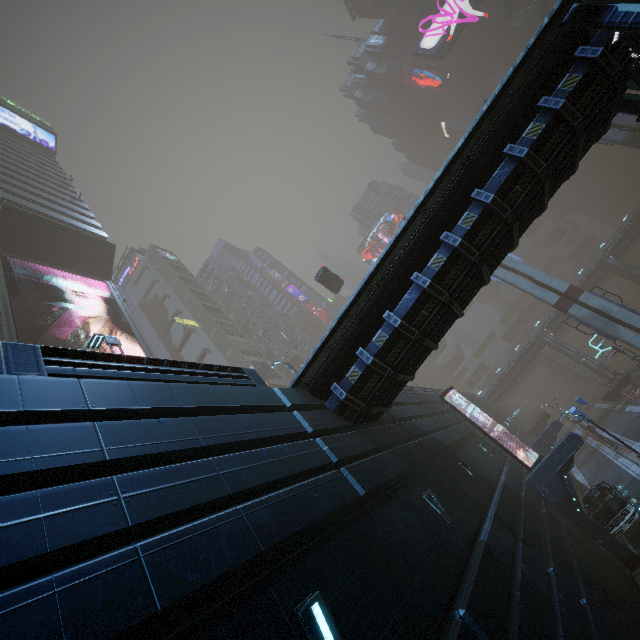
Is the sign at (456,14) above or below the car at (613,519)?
above

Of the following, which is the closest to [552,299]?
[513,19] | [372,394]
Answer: [372,394]

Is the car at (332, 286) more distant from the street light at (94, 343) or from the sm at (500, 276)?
the street light at (94, 343)

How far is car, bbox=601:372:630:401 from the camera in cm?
3550

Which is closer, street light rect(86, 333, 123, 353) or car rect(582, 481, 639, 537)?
street light rect(86, 333, 123, 353)

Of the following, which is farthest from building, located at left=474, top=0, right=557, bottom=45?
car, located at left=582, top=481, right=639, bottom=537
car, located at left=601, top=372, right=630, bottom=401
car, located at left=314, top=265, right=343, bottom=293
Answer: car, located at left=314, top=265, right=343, bottom=293

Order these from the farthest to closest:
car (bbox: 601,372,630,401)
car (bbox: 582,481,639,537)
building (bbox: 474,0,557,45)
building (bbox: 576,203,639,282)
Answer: building (bbox: 576,203,639,282) < building (bbox: 474,0,557,45) < car (bbox: 601,372,630,401) < car (bbox: 582,481,639,537)

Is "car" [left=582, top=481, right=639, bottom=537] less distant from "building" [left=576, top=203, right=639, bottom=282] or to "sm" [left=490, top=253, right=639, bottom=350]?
"building" [left=576, top=203, right=639, bottom=282]
